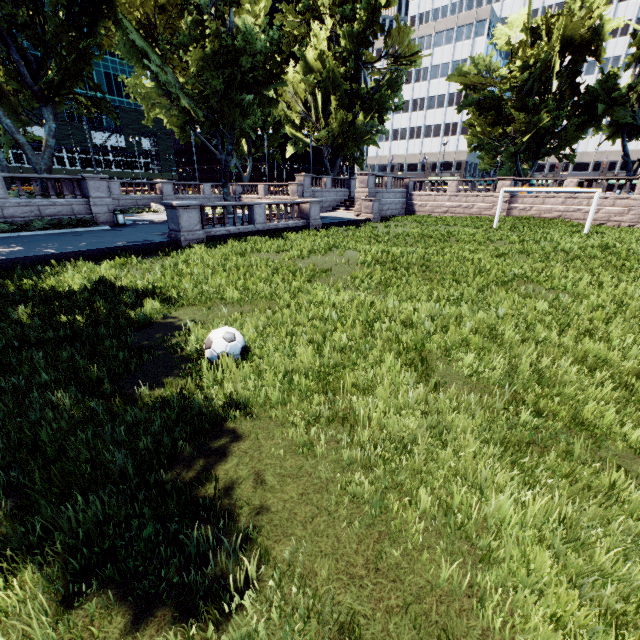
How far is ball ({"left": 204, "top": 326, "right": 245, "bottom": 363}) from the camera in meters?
5.2 m

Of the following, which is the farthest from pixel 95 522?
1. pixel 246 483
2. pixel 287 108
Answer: pixel 287 108

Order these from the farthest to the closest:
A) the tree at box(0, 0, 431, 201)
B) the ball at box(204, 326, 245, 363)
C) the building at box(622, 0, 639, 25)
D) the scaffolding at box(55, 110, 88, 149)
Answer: the building at box(622, 0, 639, 25)
the scaffolding at box(55, 110, 88, 149)
the tree at box(0, 0, 431, 201)
the ball at box(204, 326, 245, 363)

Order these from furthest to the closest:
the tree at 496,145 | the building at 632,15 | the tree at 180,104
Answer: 1. the building at 632,15
2. the tree at 496,145
3. the tree at 180,104

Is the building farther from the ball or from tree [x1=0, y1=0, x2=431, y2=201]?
the ball

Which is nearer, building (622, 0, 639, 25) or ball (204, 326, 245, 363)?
ball (204, 326, 245, 363)

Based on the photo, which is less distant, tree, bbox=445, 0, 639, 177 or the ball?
the ball

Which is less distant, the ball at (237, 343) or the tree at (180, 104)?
the ball at (237, 343)
